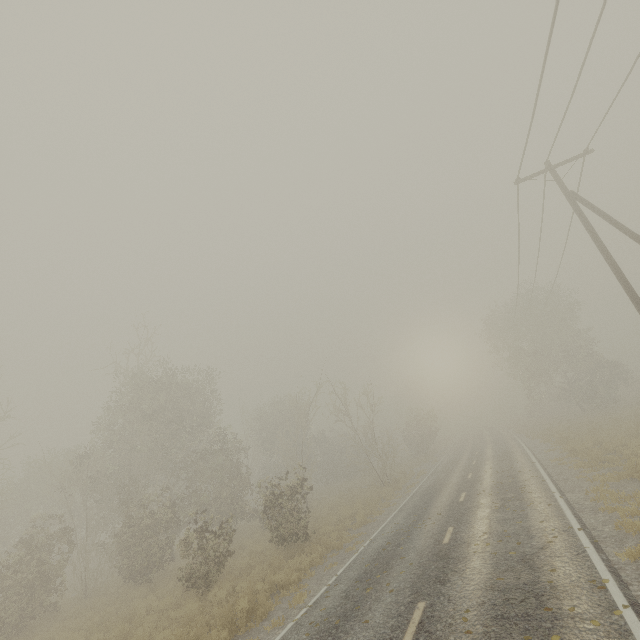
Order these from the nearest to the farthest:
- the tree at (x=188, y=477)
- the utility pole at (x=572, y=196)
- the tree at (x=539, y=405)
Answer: → the utility pole at (x=572, y=196), the tree at (x=188, y=477), the tree at (x=539, y=405)

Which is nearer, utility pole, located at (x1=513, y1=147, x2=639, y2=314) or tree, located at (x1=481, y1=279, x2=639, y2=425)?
utility pole, located at (x1=513, y1=147, x2=639, y2=314)

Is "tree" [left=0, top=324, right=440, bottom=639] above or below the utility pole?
below

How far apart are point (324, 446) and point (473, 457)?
32.5m

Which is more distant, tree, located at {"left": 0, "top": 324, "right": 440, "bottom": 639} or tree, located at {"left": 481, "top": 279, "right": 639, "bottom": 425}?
tree, located at {"left": 481, "top": 279, "right": 639, "bottom": 425}

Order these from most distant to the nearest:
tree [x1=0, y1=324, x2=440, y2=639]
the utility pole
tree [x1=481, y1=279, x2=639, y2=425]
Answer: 1. tree [x1=481, y1=279, x2=639, y2=425]
2. tree [x1=0, y1=324, x2=440, y2=639]
3. the utility pole

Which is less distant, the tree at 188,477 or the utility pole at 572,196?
the utility pole at 572,196
